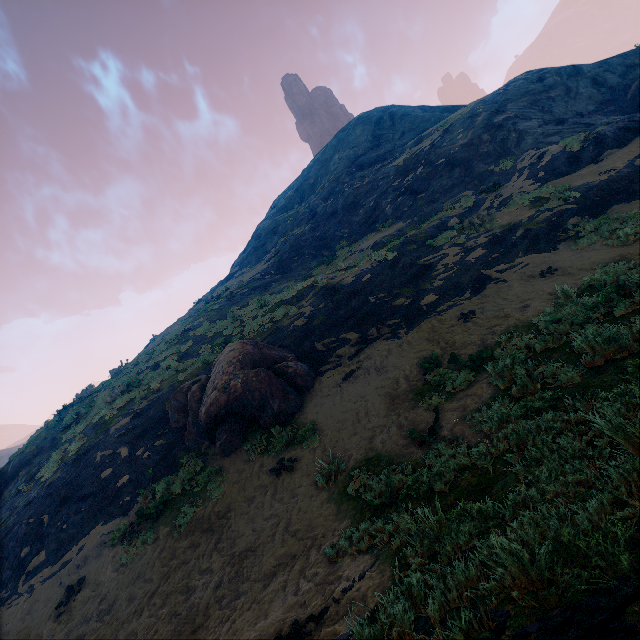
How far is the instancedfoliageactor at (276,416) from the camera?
9.8 meters

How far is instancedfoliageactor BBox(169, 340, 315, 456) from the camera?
9.8m

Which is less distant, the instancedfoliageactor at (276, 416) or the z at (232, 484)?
the z at (232, 484)

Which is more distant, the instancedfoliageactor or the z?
the instancedfoliageactor

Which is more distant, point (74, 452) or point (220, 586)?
point (74, 452)
